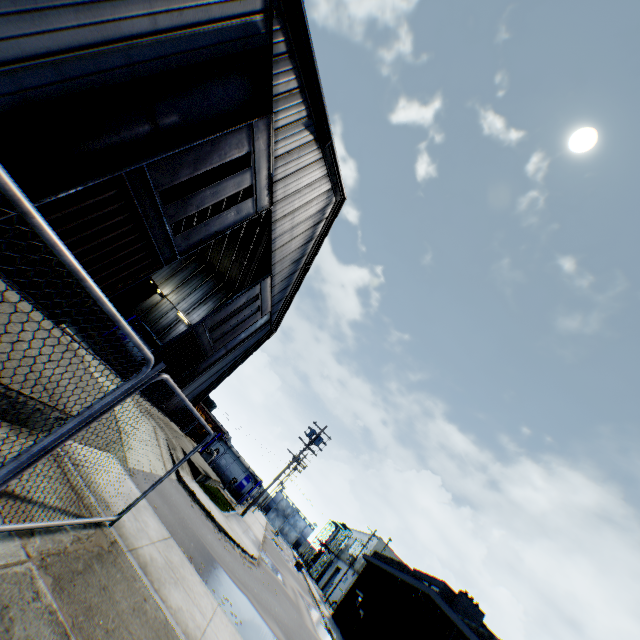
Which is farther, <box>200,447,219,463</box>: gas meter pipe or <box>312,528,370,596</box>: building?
<box>312,528,370,596</box>: building

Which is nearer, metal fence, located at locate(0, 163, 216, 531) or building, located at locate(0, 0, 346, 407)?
metal fence, located at locate(0, 163, 216, 531)

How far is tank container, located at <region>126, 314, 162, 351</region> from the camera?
24.9m

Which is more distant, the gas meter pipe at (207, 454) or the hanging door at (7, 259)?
the gas meter pipe at (207, 454)

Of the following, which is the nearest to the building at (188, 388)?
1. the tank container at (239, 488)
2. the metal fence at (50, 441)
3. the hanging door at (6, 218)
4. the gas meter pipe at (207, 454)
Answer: the hanging door at (6, 218)

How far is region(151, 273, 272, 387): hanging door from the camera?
18.89m

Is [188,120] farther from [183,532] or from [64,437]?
[183,532]

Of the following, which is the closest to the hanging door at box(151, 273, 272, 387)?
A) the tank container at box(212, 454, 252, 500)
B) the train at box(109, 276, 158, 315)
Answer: the train at box(109, 276, 158, 315)
